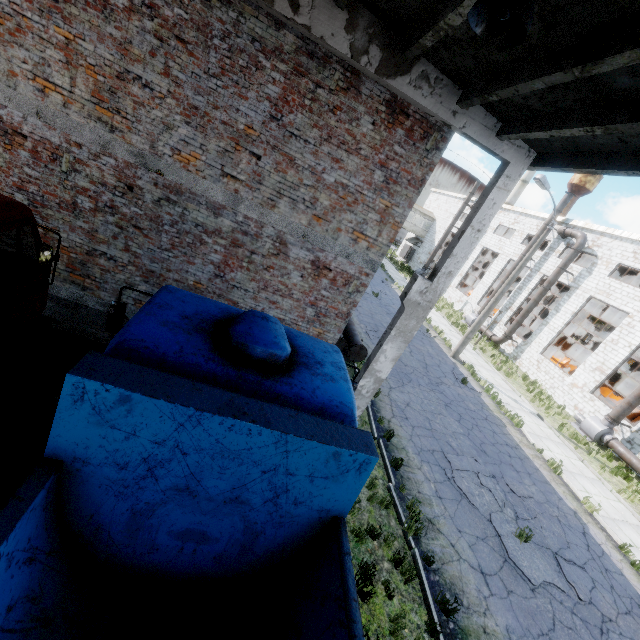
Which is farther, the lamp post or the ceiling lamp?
the lamp post

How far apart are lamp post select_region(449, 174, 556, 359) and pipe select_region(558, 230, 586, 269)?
8.59m

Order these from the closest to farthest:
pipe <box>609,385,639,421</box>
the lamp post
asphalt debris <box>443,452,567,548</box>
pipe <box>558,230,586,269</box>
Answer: asphalt debris <box>443,452,567,548</box>
the lamp post
pipe <box>609,385,639,421</box>
pipe <box>558,230,586,269</box>

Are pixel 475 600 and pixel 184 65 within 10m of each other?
no

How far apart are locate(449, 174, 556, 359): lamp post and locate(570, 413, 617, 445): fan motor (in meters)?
7.34

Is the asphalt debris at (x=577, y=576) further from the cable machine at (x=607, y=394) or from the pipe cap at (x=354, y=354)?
the cable machine at (x=607, y=394)

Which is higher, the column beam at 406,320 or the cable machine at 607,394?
the column beam at 406,320

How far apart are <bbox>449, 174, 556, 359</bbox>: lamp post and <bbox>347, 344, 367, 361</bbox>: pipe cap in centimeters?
1008cm
